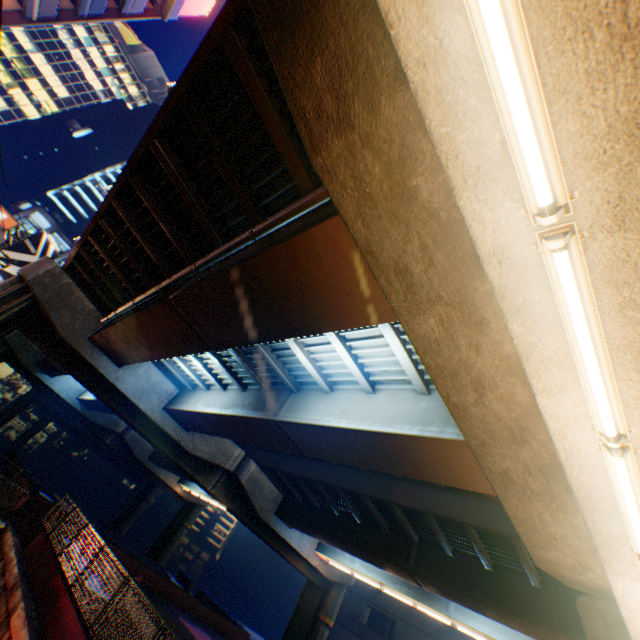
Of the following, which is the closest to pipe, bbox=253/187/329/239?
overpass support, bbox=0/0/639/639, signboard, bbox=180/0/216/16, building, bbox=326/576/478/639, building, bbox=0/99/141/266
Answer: overpass support, bbox=0/0/639/639

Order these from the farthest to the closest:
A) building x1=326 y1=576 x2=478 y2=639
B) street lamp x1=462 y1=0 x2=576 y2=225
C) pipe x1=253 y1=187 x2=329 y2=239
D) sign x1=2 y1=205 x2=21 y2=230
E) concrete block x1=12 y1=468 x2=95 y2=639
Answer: building x1=326 y1=576 x2=478 y2=639, sign x1=2 y1=205 x2=21 y2=230, concrete block x1=12 y1=468 x2=95 y2=639, pipe x1=253 y1=187 x2=329 y2=239, street lamp x1=462 y1=0 x2=576 y2=225

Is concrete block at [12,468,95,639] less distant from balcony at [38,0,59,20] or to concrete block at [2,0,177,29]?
concrete block at [2,0,177,29]

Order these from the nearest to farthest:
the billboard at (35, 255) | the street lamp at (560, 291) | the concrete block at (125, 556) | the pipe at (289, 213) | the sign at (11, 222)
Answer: the street lamp at (560, 291)
the pipe at (289, 213)
the concrete block at (125, 556)
the sign at (11, 222)
the billboard at (35, 255)

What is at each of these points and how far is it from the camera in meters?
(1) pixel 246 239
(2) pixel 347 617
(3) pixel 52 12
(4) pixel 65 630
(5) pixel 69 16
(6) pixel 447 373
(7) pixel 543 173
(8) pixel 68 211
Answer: (1) pipe, 6.8
(2) building, 33.9
(3) balcony, 18.6
(4) concrete block, 8.3
(5) concrete block, 19.7
(6) overpass support, 4.6
(7) street lamp, 2.1
(8) building, 50.1

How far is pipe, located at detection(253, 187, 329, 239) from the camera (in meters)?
5.37

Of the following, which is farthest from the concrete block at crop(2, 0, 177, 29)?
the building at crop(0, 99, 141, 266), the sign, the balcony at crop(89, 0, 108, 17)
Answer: the building at crop(0, 99, 141, 266)

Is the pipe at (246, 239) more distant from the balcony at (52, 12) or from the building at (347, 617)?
the building at (347, 617)
